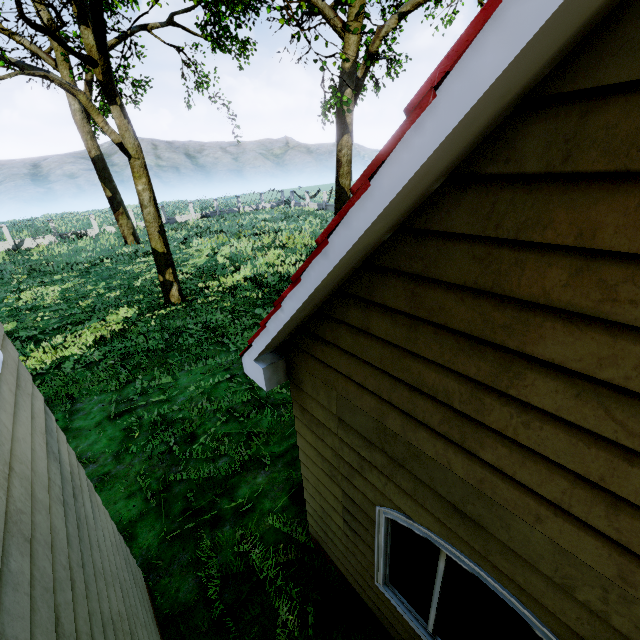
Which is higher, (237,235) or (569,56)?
(569,56)
